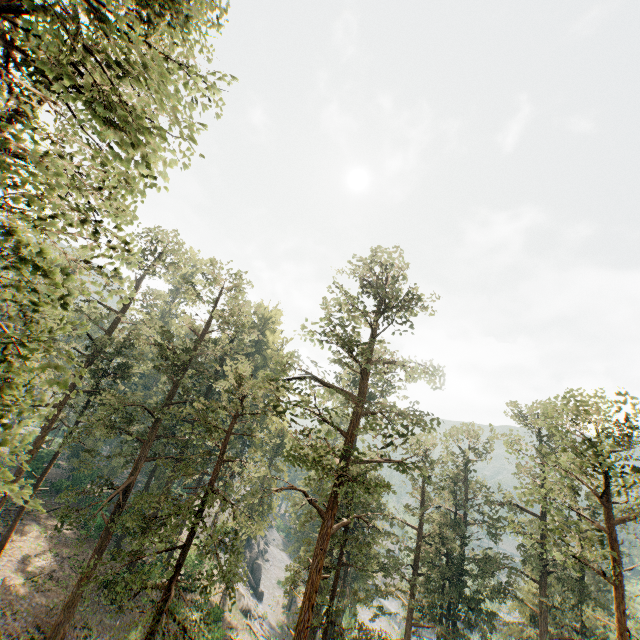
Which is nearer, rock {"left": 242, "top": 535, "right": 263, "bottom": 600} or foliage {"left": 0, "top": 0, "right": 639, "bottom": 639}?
foliage {"left": 0, "top": 0, "right": 639, "bottom": 639}

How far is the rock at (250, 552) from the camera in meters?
50.0

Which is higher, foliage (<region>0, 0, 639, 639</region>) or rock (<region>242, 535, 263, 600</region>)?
foliage (<region>0, 0, 639, 639</region>)

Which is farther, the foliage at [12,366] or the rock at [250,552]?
the rock at [250,552]

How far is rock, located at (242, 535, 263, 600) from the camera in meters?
50.0 m

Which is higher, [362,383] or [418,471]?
[362,383]
